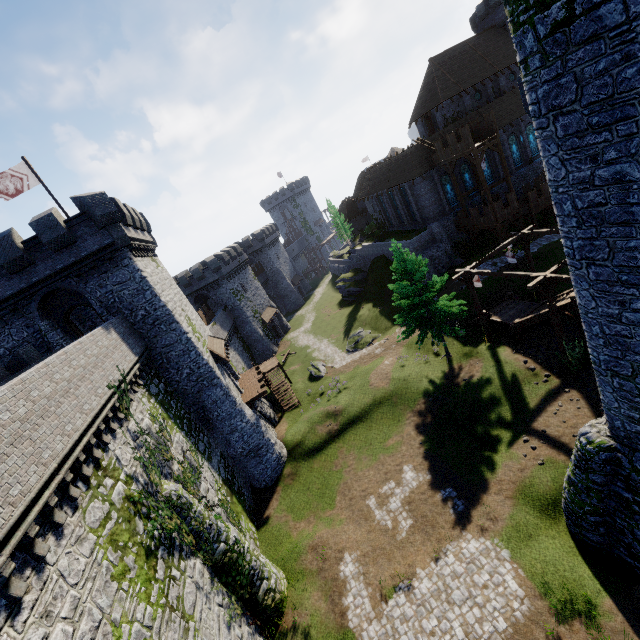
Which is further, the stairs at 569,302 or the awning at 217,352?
the awning at 217,352

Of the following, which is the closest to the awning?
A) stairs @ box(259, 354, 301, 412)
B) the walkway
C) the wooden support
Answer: stairs @ box(259, 354, 301, 412)

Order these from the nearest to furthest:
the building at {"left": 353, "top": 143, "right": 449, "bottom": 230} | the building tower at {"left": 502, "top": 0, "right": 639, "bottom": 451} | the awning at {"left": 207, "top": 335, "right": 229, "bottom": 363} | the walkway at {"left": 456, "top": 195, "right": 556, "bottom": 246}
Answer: the building tower at {"left": 502, "top": 0, "right": 639, "bottom": 451}, the awning at {"left": 207, "top": 335, "right": 229, "bottom": 363}, the walkway at {"left": 456, "top": 195, "right": 556, "bottom": 246}, the building at {"left": 353, "top": 143, "right": 449, "bottom": 230}

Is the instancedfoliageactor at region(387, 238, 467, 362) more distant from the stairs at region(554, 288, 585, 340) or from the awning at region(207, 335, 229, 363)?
the awning at region(207, 335, 229, 363)

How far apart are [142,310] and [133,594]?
15.68m

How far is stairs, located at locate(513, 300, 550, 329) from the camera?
20.92m

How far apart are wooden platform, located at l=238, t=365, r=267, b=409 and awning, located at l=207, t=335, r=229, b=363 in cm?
309

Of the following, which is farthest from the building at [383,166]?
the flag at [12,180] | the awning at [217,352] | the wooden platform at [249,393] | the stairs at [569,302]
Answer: the flag at [12,180]
